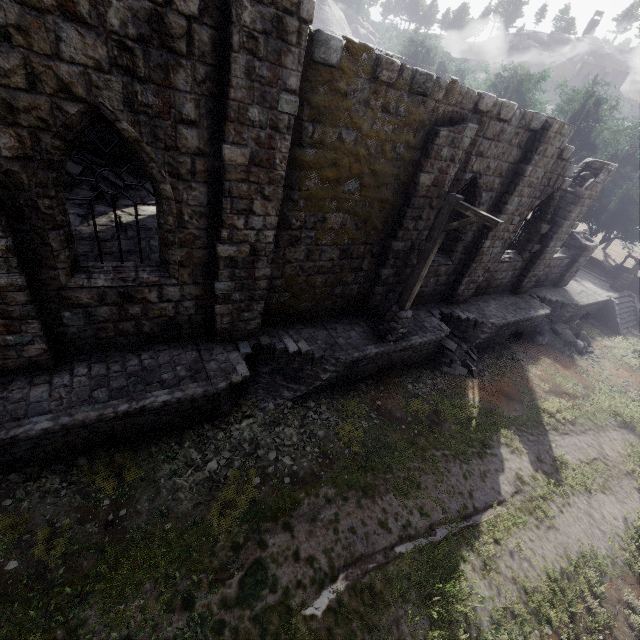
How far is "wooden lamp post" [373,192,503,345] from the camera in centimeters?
778cm

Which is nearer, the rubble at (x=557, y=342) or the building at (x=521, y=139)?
the building at (x=521, y=139)

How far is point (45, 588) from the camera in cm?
497

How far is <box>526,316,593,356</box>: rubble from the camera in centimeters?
1652cm

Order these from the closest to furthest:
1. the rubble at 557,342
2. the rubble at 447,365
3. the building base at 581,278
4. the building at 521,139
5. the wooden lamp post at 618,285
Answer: the building at 521,139, the building base at 581,278, the rubble at 447,365, the rubble at 557,342, the wooden lamp post at 618,285

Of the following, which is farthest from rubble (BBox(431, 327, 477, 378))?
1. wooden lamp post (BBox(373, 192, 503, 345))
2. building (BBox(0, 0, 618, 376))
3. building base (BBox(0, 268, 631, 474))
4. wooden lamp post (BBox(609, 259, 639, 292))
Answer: wooden lamp post (BBox(609, 259, 639, 292))

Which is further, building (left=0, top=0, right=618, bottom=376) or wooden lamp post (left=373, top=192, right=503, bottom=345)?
wooden lamp post (left=373, top=192, right=503, bottom=345)

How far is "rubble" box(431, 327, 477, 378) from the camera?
12.5 meters
